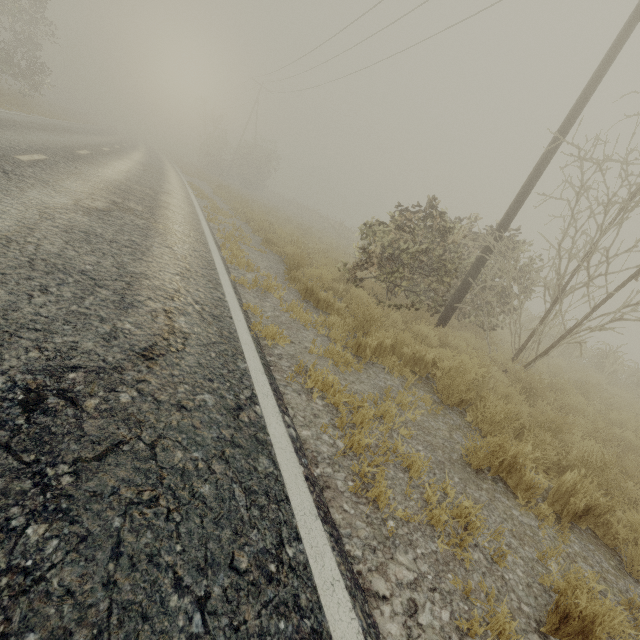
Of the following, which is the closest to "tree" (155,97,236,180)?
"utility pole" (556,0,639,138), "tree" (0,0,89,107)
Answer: "tree" (0,0,89,107)

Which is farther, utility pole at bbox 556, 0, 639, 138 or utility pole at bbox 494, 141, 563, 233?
utility pole at bbox 494, 141, 563, 233

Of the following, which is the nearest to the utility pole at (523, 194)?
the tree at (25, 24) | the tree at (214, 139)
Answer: the tree at (25, 24)

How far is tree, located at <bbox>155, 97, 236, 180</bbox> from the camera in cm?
3324

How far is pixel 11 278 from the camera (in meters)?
2.57

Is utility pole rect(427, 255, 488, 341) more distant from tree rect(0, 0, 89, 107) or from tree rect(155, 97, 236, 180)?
tree rect(155, 97, 236, 180)
